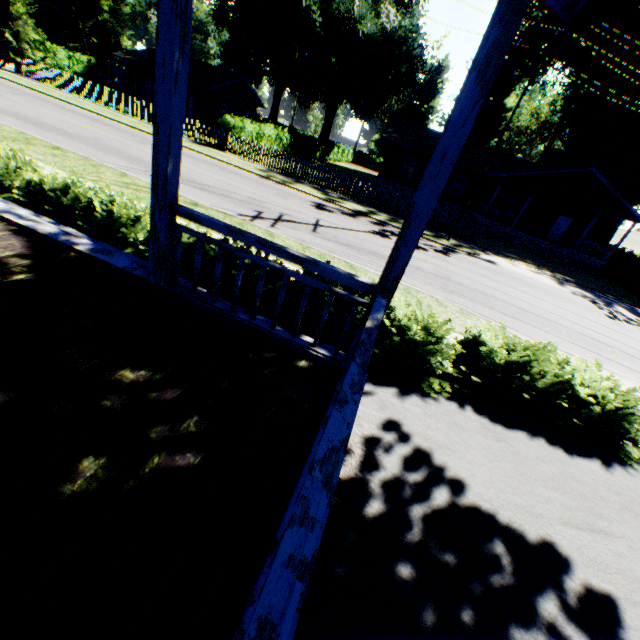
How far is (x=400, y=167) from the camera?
31.3 meters

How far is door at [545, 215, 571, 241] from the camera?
29.2m

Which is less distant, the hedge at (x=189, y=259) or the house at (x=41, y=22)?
the hedge at (x=189, y=259)

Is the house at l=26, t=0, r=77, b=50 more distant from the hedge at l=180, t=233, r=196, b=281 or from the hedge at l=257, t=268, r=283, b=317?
the hedge at l=257, t=268, r=283, b=317

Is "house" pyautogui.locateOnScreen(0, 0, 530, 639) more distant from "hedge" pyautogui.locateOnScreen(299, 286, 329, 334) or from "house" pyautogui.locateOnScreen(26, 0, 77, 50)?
"house" pyautogui.locateOnScreen(26, 0, 77, 50)

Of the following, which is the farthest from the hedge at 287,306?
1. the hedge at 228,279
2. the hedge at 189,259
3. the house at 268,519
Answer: the house at 268,519

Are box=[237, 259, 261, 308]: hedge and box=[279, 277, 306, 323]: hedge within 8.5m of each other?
yes

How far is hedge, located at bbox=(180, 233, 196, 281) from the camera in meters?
5.9
